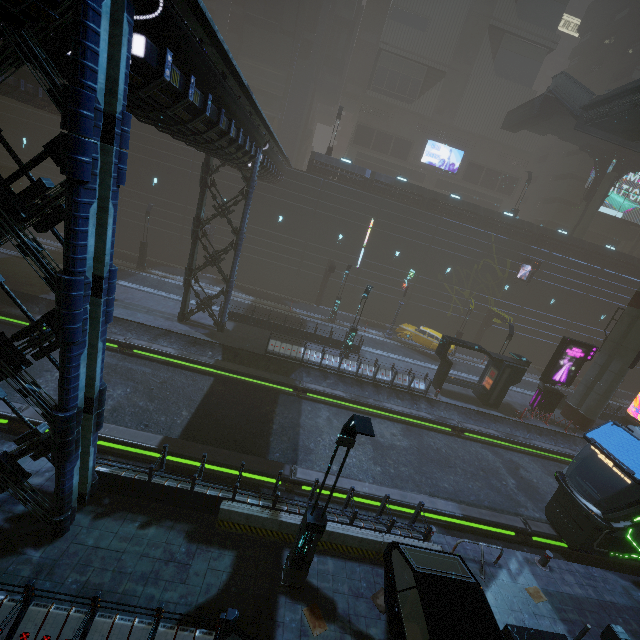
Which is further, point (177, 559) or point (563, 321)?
point (563, 321)

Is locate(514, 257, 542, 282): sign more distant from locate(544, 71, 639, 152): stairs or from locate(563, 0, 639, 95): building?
locate(544, 71, 639, 152): stairs

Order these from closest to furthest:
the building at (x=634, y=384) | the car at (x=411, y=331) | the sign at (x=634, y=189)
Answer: the car at (x=411, y=331) → the building at (x=634, y=384) → the sign at (x=634, y=189)

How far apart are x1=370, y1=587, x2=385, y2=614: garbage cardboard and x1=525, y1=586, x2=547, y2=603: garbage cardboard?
4.8 meters

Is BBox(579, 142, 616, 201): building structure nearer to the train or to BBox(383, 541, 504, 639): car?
the train

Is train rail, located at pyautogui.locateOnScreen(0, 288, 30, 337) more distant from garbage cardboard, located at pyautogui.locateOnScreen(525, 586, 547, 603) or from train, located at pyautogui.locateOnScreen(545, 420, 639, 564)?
garbage cardboard, located at pyautogui.locateOnScreen(525, 586, 547, 603)

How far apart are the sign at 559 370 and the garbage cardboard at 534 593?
15.1m

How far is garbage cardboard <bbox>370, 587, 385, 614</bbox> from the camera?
8.38m
